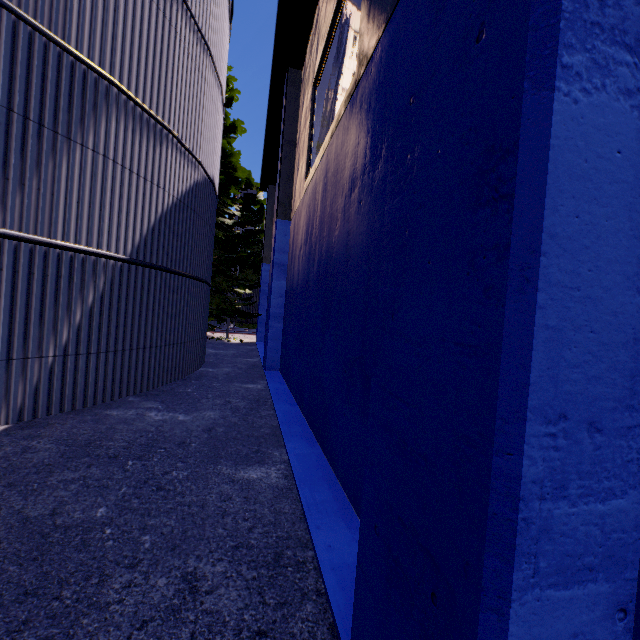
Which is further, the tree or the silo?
the tree

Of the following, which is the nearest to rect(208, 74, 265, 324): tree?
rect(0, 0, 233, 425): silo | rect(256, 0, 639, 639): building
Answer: rect(0, 0, 233, 425): silo

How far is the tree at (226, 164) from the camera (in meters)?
16.83

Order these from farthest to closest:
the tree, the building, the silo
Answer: the tree < the silo < the building

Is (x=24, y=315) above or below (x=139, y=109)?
below

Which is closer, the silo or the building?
the building

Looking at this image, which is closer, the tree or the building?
the building

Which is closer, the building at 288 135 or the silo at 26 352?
the building at 288 135
